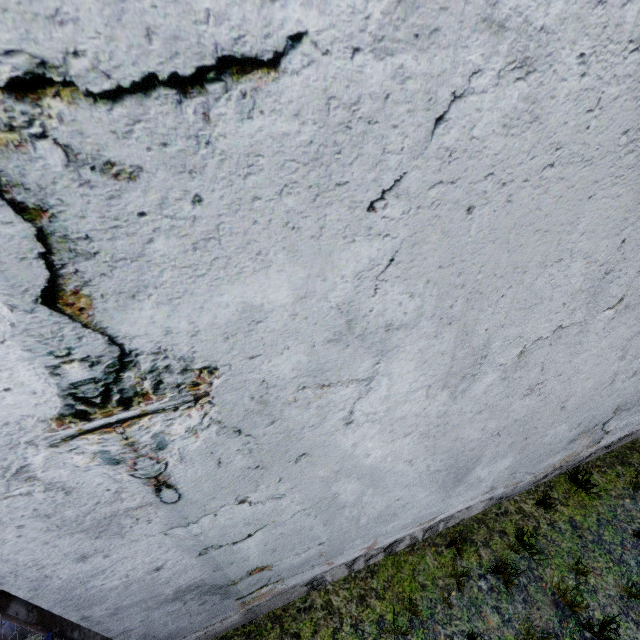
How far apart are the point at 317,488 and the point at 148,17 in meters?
2.8
